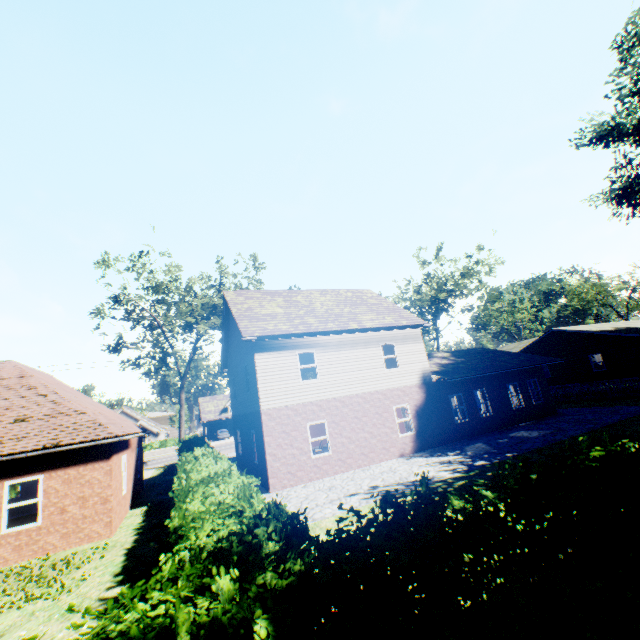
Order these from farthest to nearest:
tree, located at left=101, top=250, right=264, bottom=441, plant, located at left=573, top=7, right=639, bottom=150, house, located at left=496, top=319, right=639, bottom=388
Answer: house, located at left=496, top=319, right=639, bottom=388, tree, located at left=101, top=250, right=264, bottom=441, plant, located at left=573, top=7, right=639, bottom=150

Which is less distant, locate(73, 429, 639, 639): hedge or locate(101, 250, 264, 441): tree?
locate(73, 429, 639, 639): hedge

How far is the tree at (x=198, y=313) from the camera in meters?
25.8

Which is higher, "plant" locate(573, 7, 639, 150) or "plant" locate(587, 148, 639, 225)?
"plant" locate(573, 7, 639, 150)

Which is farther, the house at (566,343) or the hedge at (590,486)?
the house at (566,343)

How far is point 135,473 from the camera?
17.25m

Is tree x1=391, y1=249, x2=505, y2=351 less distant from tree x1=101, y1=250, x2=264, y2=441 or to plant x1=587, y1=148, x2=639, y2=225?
plant x1=587, y1=148, x2=639, y2=225
